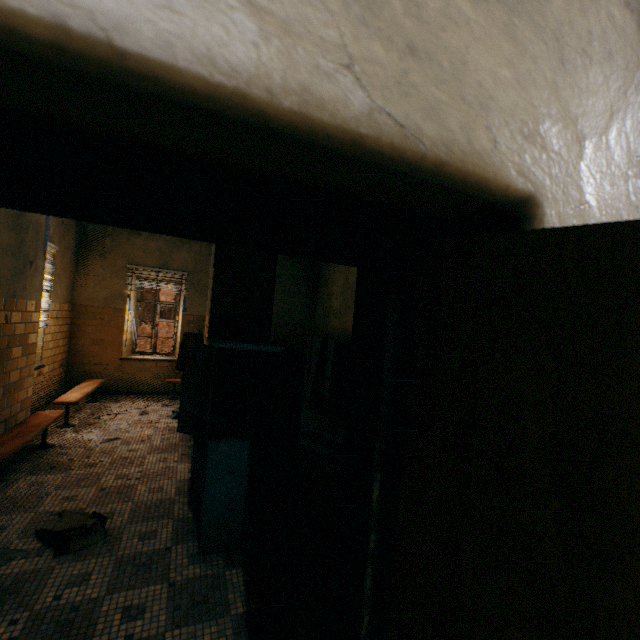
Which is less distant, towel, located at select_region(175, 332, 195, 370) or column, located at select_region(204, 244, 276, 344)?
column, located at select_region(204, 244, 276, 344)

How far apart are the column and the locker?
0.0 meters

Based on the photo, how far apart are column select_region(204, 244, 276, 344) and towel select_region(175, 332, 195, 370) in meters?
0.5

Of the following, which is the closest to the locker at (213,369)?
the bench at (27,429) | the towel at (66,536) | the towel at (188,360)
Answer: the towel at (188,360)

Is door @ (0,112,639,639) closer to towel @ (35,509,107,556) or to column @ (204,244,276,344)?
towel @ (35,509,107,556)

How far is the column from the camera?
4.00m

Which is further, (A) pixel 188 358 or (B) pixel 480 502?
(A) pixel 188 358

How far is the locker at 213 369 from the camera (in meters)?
2.68
